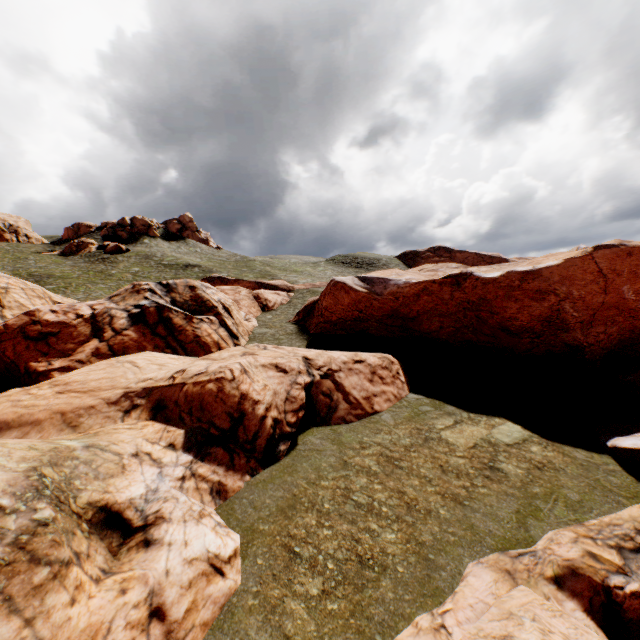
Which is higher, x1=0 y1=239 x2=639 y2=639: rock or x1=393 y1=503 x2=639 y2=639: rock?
x1=0 y1=239 x2=639 y2=639: rock

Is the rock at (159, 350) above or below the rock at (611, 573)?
above

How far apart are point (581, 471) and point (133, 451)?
18.33m
